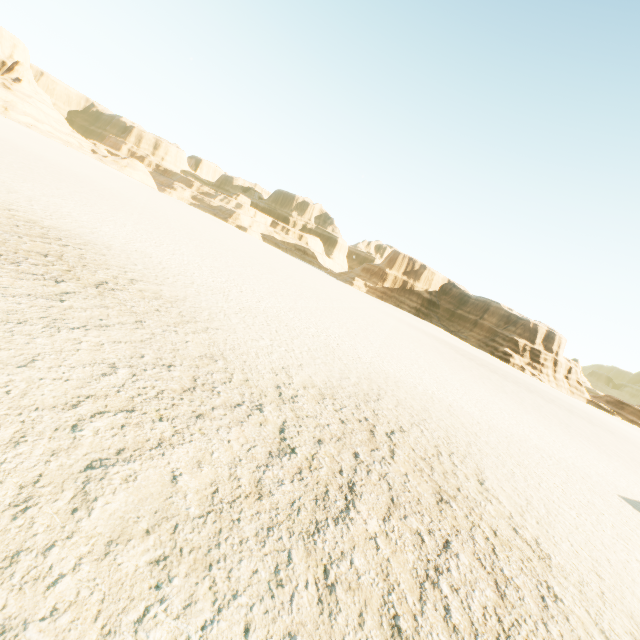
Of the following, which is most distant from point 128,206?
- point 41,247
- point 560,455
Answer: point 560,455
